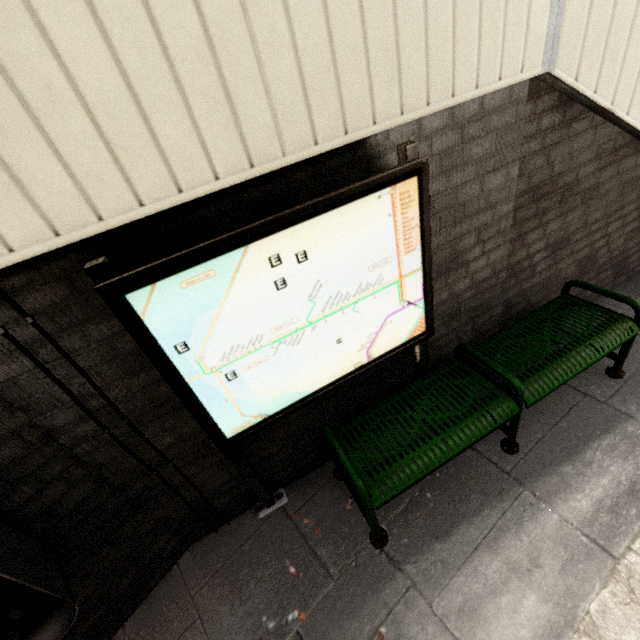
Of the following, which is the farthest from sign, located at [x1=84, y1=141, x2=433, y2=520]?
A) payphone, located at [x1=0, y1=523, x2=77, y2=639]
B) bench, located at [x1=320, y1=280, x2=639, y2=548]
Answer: payphone, located at [x1=0, y1=523, x2=77, y2=639]

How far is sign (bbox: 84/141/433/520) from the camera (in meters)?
1.31

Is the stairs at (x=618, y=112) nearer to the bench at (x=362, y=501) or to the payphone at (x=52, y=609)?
the bench at (x=362, y=501)

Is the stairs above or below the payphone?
above

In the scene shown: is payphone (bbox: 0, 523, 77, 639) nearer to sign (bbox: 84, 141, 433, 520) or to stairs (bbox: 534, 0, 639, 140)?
sign (bbox: 84, 141, 433, 520)

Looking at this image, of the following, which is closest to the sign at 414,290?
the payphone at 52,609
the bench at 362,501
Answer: the bench at 362,501

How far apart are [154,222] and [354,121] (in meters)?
0.93

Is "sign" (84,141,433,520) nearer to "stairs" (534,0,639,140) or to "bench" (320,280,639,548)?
"bench" (320,280,639,548)
